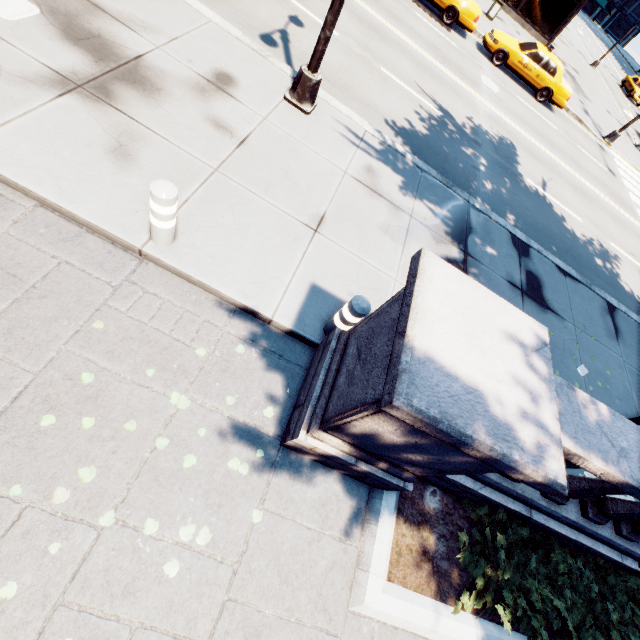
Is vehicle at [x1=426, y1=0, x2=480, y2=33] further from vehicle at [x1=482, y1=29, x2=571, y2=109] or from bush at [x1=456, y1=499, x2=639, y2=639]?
bush at [x1=456, y1=499, x2=639, y2=639]

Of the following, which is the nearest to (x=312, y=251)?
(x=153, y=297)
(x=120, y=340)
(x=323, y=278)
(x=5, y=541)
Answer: (x=323, y=278)

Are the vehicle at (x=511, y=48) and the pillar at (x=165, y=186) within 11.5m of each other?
no

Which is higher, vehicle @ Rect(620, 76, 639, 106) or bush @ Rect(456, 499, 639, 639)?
vehicle @ Rect(620, 76, 639, 106)

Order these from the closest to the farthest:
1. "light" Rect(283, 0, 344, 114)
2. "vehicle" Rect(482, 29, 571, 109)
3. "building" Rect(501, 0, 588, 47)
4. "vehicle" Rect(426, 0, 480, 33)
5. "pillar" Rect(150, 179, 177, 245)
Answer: "pillar" Rect(150, 179, 177, 245)
"light" Rect(283, 0, 344, 114)
"vehicle" Rect(426, 0, 480, 33)
"vehicle" Rect(482, 29, 571, 109)
"building" Rect(501, 0, 588, 47)

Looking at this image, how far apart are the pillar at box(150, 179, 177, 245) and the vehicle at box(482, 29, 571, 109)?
19.2 meters

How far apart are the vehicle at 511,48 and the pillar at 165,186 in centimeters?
1920cm

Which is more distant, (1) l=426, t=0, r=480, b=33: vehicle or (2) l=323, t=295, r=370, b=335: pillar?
(1) l=426, t=0, r=480, b=33: vehicle
